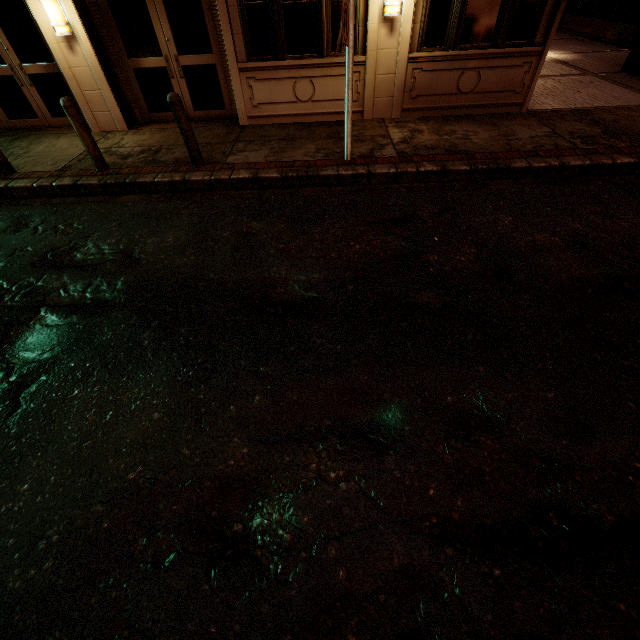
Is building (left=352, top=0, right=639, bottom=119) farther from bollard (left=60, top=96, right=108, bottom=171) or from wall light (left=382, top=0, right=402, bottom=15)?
bollard (left=60, top=96, right=108, bottom=171)

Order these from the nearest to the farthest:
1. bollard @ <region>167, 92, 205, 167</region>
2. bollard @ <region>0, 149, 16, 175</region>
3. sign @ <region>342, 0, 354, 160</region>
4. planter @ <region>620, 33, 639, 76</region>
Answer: sign @ <region>342, 0, 354, 160</region>
bollard @ <region>167, 92, 205, 167</region>
bollard @ <region>0, 149, 16, 175</region>
planter @ <region>620, 33, 639, 76</region>

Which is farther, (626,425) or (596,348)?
(596,348)

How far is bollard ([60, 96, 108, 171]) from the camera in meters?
5.7 m

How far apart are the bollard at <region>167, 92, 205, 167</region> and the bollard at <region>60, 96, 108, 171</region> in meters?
1.7 m

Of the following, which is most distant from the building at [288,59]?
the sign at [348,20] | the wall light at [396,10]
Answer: the sign at [348,20]

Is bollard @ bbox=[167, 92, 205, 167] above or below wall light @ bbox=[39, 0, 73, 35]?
below

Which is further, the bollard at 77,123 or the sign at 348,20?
the bollard at 77,123
